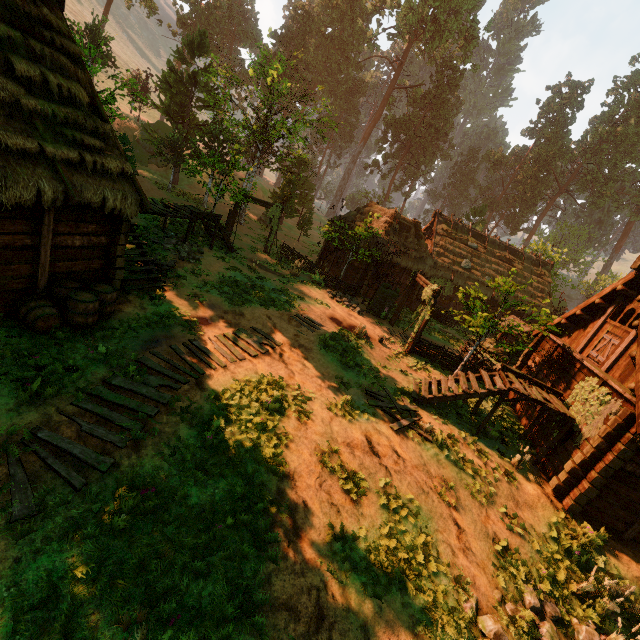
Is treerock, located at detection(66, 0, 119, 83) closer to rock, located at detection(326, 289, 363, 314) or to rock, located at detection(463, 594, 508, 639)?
rock, located at detection(326, 289, 363, 314)

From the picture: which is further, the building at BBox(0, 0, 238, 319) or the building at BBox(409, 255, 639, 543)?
the building at BBox(409, 255, 639, 543)

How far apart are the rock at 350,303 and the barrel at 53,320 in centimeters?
1222cm

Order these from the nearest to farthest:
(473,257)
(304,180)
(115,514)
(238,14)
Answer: (115,514) → (473,257) → (304,180) → (238,14)

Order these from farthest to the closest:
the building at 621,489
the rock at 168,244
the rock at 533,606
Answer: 1. the rock at 168,244
2. the building at 621,489
3. the rock at 533,606

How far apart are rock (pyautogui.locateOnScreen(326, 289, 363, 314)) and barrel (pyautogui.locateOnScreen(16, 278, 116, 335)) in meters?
12.2

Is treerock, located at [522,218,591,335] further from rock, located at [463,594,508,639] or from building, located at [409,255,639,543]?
rock, located at [463,594,508,639]

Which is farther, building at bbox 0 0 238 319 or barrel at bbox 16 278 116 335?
barrel at bbox 16 278 116 335
